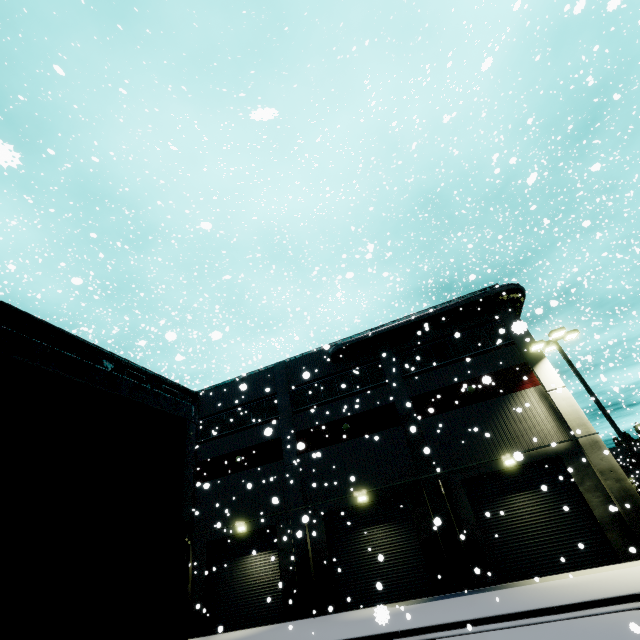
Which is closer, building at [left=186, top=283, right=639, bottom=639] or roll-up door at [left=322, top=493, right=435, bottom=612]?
building at [left=186, top=283, right=639, bottom=639]

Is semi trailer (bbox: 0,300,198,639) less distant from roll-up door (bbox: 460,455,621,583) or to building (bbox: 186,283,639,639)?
building (bbox: 186,283,639,639)

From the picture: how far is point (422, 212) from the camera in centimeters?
5266cm

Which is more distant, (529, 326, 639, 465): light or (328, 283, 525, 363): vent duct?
(328, 283, 525, 363): vent duct

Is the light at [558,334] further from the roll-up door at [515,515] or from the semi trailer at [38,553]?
the semi trailer at [38,553]

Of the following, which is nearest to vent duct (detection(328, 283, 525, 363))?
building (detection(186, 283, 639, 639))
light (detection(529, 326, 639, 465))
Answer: building (detection(186, 283, 639, 639))

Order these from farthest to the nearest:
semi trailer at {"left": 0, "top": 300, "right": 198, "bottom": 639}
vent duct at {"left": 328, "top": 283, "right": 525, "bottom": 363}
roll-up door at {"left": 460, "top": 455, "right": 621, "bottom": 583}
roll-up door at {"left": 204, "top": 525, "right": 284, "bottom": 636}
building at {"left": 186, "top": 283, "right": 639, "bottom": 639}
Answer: vent duct at {"left": 328, "top": 283, "right": 525, "bottom": 363} → roll-up door at {"left": 204, "top": 525, "right": 284, "bottom": 636} → building at {"left": 186, "top": 283, "right": 639, "bottom": 639} → roll-up door at {"left": 460, "top": 455, "right": 621, "bottom": 583} → semi trailer at {"left": 0, "top": 300, "right": 198, "bottom": 639}
